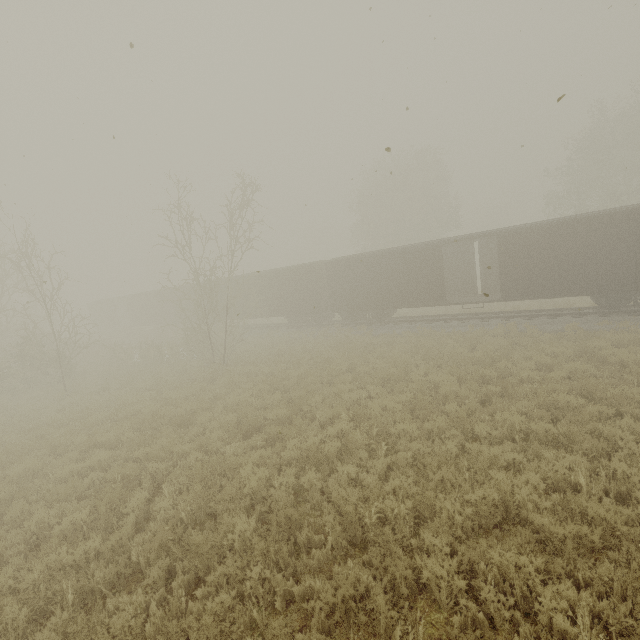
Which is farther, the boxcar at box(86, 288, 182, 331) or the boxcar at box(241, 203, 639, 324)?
the boxcar at box(86, 288, 182, 331)

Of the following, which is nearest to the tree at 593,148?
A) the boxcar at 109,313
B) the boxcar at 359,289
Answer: the boxcar at 359,289

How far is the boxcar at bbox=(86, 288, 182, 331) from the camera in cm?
3416

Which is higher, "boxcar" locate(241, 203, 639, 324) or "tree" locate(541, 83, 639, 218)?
"tree" locate(541, 83, 639, 218)

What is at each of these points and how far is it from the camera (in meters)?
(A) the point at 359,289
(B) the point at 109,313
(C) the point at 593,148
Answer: (A) boxcar, 21.53
(B) boxcar, 41.09
(C) tree, 28.09

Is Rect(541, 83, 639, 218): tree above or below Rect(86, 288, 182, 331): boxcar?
above

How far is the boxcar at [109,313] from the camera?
34.16m

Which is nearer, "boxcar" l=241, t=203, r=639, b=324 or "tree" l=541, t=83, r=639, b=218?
"boxcar" l=241, t=203, r=639, b=324
